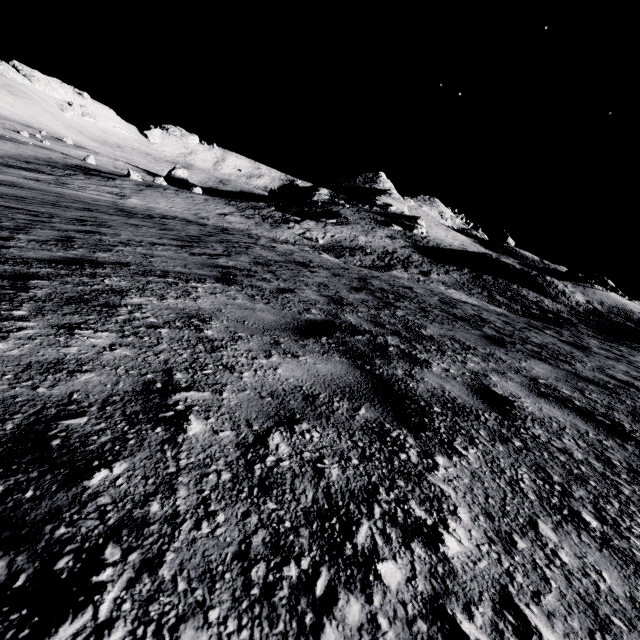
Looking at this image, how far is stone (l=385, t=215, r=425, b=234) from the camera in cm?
5094

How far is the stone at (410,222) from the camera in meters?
50.9 m

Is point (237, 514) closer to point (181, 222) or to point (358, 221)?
point (181, 222)
